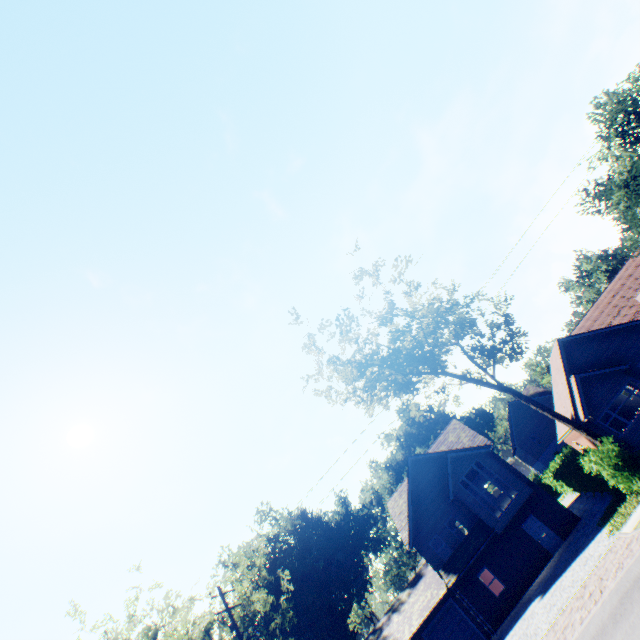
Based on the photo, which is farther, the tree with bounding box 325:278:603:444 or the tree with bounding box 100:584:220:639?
the tree with bounding box 100:584:220:639

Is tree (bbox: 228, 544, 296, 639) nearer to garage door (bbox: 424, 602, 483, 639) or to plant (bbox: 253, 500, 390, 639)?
plant (bbox: 253, 500, 390, 639)

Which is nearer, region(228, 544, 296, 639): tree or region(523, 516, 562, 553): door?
region(523, 516, 562, 553): door

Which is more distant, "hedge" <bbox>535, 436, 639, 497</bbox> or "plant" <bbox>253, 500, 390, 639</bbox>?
"plant" <bbox>253, 500, 390, 639</bbox>

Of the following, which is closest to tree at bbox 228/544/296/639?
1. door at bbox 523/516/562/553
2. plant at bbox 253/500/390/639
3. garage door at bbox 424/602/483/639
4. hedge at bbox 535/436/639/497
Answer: hedge at bbox 535/436/639/497

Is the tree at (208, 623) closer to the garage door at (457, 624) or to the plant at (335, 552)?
the plant at (335, 552)

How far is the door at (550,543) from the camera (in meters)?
22.59

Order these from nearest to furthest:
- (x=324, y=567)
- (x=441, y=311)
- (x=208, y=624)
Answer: (x=441, y=311) → (x=208, y=624) → (x=324, y=567)
